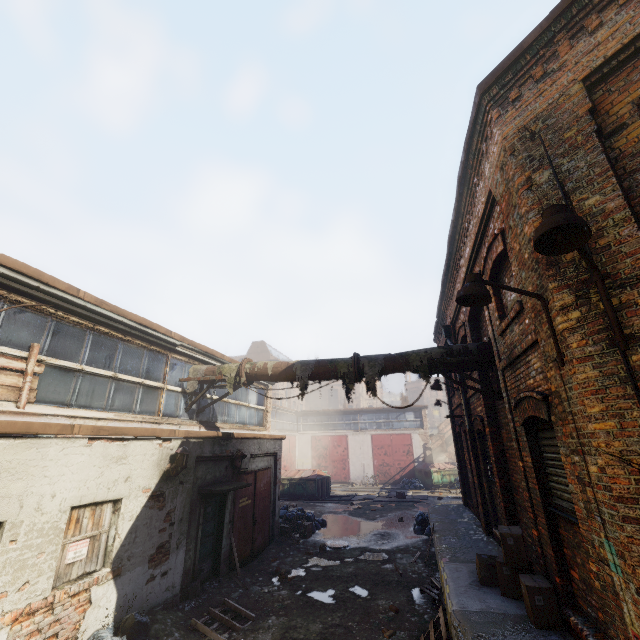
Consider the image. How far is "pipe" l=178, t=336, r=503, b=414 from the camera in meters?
7.2 m

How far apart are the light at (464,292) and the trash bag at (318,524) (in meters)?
Answer: 13.24

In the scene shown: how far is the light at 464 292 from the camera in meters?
3.7

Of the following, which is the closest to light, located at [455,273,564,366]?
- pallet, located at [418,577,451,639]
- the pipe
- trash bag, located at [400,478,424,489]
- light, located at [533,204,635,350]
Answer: light, located at [533,204,635,350]

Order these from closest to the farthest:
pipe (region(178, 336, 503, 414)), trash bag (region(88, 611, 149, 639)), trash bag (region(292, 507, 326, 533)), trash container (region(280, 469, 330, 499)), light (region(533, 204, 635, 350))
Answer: light (region(533, 204, 635, 350)), trash bag (region(88, 611, 149, 639)), pipe (region(178, 336, 503, 414)), trash bag (region(292, 507, 326, 533)), trash container (region(280, 469, 330, 499))

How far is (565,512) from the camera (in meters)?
4.48

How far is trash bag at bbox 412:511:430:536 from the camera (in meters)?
13.09

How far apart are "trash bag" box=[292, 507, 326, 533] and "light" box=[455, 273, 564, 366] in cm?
1324
